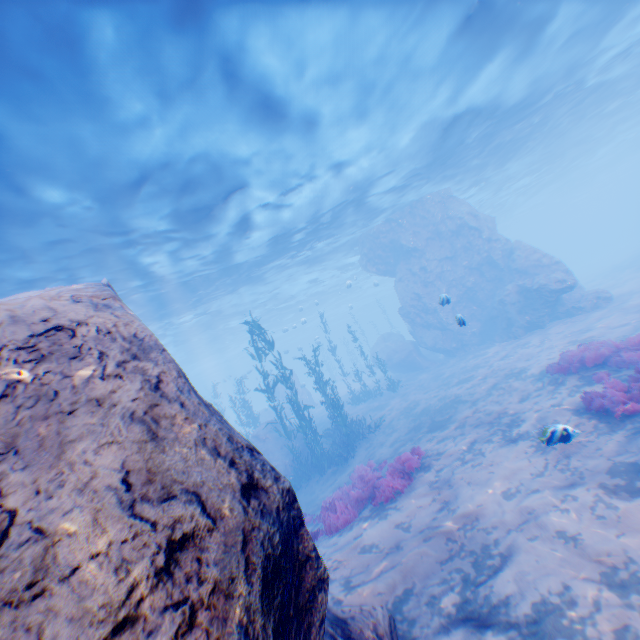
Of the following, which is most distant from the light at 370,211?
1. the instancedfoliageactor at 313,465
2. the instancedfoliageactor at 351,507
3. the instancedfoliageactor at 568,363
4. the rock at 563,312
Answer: the instancedfoliageactor at 568,363

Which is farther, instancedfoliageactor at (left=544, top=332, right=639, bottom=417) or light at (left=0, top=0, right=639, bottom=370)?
light at (left=0, top=0, right=639, bottom=370)

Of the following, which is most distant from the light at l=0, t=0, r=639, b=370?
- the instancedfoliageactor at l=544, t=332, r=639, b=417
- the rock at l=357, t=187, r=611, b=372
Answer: the instancedfoliageactor at l=544, t=332, r=639, b=417

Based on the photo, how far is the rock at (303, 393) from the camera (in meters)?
33.25

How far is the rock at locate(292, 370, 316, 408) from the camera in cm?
3325

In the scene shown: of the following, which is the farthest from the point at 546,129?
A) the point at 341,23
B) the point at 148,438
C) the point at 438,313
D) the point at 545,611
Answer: the point at 148,438

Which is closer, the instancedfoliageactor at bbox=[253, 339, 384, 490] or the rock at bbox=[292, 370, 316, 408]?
the instancedfoliageactor at bbox=[253, 339, 384, 490]
